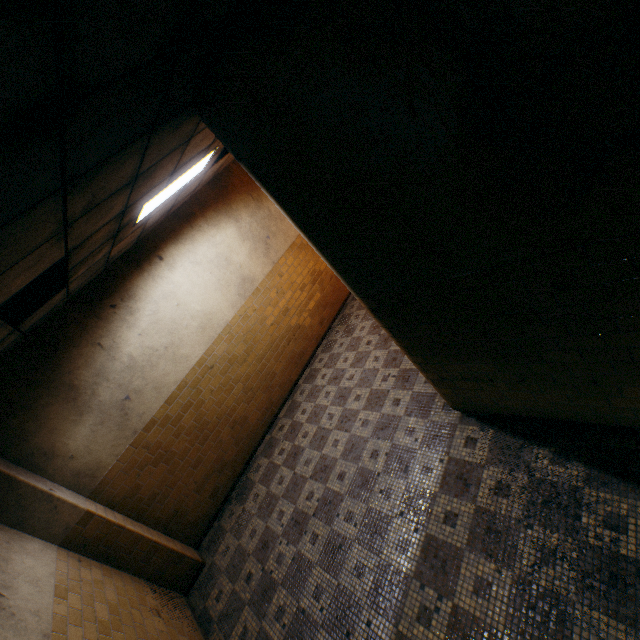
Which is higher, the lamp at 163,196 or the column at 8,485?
the lamp at 163,196

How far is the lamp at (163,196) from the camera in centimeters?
370cm

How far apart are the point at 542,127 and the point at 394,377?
4.0 meters

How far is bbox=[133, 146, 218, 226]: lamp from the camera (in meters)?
3.70

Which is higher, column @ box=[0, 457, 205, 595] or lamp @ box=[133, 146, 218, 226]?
lamp @ box=[133, 146, 218, 226]
